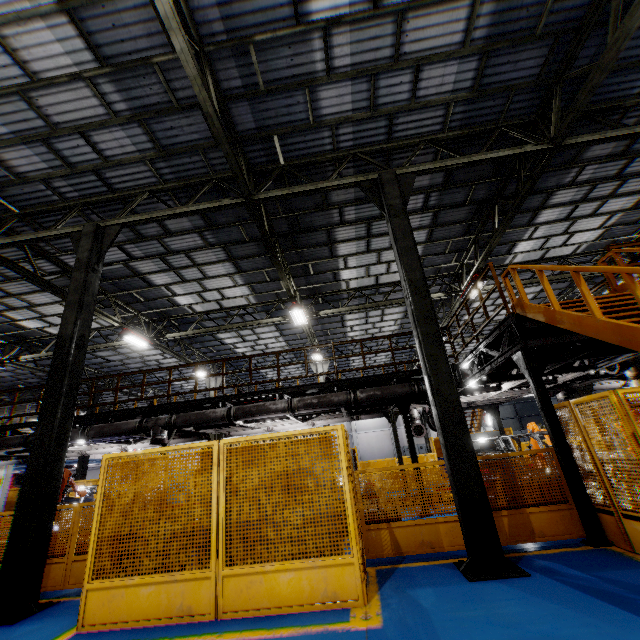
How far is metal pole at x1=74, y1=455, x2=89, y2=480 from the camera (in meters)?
19.31

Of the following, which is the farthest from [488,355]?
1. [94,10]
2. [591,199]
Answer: [94,10]

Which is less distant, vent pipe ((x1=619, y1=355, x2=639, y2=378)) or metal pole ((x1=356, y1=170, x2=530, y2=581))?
metal pole ((x1=356, y1=170, x2=530, y2=581))

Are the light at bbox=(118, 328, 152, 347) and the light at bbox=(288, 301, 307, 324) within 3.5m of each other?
no

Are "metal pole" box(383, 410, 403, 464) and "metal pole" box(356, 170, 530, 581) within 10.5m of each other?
yes

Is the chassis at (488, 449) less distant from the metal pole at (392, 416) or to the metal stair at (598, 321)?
the metal pole at (392, 416)

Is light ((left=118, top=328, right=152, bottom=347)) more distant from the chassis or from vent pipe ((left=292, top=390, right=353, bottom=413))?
the chassis

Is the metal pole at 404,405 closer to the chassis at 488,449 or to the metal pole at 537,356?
the chassis at 488,449
